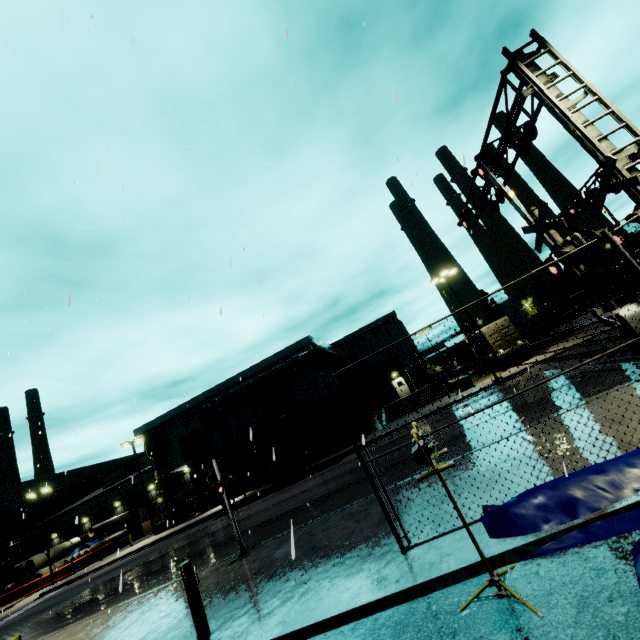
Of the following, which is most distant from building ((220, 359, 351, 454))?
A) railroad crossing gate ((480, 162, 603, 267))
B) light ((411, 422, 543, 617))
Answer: railroad crossing gate ((480, 162, 603, 267))

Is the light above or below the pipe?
below

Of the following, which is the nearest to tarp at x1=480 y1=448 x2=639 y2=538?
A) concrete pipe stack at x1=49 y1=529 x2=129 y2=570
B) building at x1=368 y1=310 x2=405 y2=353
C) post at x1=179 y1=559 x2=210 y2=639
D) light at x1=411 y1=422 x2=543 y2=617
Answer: building at x1=368 y1=310 x2=405 y2=353

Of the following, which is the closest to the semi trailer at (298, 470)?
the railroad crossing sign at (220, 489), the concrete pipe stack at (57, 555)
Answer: the railroad crossing sign at (220, 489)

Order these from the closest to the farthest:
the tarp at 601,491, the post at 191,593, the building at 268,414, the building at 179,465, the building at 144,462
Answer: the tarp at 601,491, the post at 191,593, the building at 268,414, the building at 179,465, the building at 144,462

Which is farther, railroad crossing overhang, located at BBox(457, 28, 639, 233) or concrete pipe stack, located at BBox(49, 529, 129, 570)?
concrete pipe stack, located at BBox(49, 529, 129, 570)

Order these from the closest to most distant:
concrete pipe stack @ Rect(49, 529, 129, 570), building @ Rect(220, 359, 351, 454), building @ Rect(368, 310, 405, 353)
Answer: building @ Rect(220, 359, 351, 454) → concrete pipe stack @ Rect(49, 529, 129, 570) → building @ Rect(368, 310, 405, 353)

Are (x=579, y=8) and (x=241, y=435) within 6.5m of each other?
no
